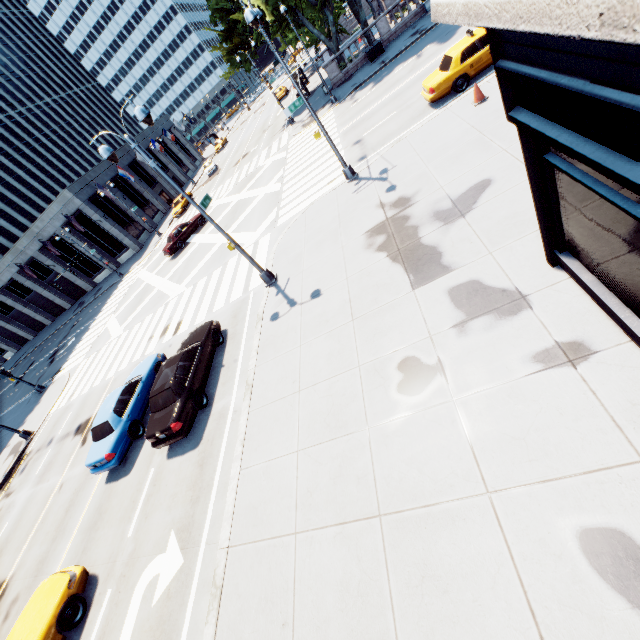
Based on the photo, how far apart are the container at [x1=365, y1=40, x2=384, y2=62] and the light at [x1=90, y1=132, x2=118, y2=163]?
27.2 meters

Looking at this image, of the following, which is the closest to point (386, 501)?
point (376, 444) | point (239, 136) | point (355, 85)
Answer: point (376, 444)

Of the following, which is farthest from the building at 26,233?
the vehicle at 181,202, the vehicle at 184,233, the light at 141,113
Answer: the light at 141,113

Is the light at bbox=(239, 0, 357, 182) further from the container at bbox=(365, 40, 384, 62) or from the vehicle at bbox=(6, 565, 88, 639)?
the vehicle at bbox=(6, 565, 88, 639)

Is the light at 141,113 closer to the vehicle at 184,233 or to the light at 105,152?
the light at 105,152

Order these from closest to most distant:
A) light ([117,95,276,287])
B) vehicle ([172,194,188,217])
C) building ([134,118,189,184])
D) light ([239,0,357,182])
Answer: light ([117,95,276,287]), light ([239,0,357,182]), vehicle ([172,194,188,217]), building ([134,118,189,184])

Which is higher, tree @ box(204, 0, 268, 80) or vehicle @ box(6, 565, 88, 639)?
tree @ box(204, 0, 268, 80)

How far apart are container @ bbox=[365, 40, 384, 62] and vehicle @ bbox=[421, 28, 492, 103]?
16.9 meters
